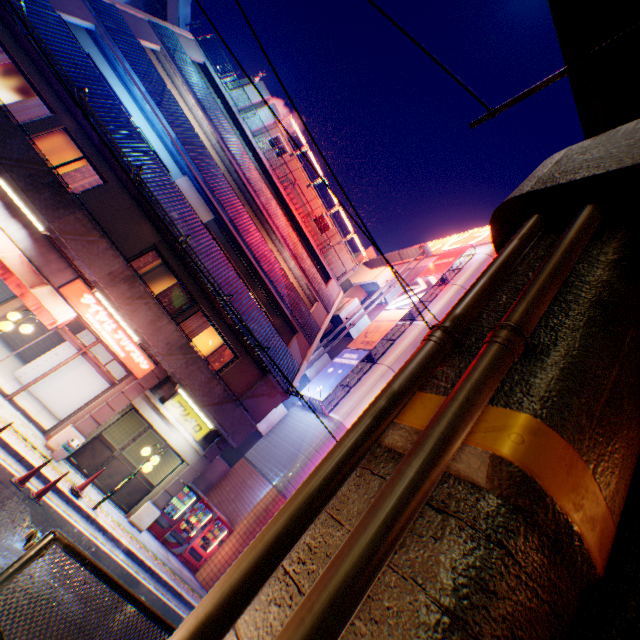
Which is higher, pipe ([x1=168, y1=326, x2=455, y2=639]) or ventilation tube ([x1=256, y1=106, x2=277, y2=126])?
ventilation tube ([x1=256, y1=106, x2=277, y2=126])

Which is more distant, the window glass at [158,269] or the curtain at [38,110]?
the window glass at [158,269]

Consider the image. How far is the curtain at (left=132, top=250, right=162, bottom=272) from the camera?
12.74m

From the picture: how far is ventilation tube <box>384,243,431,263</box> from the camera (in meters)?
27.81

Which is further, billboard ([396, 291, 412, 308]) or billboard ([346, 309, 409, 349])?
billboard ([396, 291, 412, 308])

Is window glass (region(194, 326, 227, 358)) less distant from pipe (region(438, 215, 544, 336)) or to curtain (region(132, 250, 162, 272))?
curtain (region(132, 250, 162, 272))

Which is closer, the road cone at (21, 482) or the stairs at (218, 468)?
the road cone at (21, 482)

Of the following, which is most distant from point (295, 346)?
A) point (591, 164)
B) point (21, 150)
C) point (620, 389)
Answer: point (620, 389)
